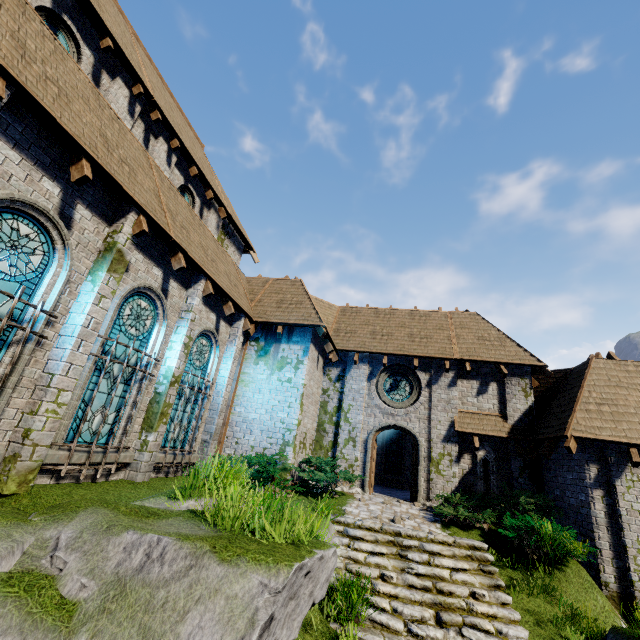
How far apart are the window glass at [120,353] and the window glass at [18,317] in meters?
1.5 m

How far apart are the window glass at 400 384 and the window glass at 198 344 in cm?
772

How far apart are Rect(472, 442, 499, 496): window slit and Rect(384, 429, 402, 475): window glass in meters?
6.4 m

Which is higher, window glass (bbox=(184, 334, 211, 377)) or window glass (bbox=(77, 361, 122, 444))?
window glass (bbox=(184, 334, 211, 377))

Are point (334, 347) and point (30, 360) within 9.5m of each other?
no

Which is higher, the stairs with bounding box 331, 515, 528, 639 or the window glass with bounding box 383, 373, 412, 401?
the window glass with bounding box 383, 373, 412, 401

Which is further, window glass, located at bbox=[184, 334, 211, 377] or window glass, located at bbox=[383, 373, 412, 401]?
window glass, located at bbox=[383, 373, 412, 401]

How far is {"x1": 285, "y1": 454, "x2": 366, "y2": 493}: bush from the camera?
10.79m
